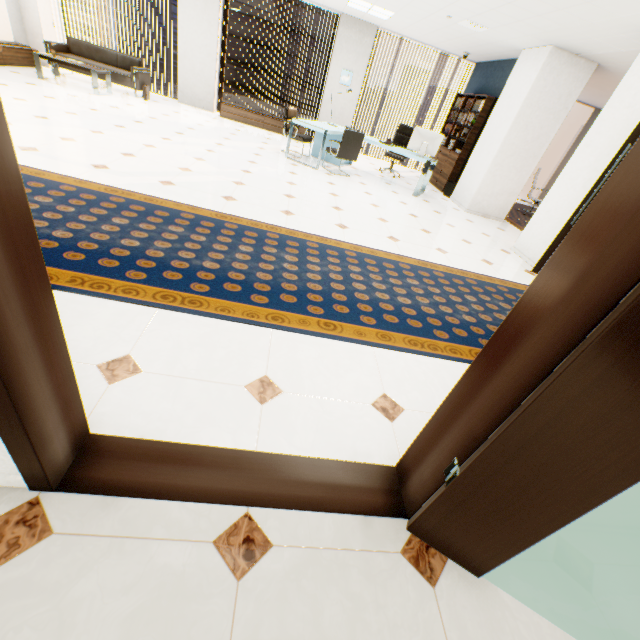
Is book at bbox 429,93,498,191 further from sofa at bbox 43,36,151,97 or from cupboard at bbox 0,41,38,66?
cupboard at bbox 0,41,38,66

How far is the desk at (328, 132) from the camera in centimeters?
645cm

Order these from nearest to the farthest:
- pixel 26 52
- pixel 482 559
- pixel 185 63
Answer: pixel 482 559, pixel 26 52, pixel 185 63

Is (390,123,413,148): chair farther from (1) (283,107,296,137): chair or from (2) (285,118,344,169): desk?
(1) (283,107,296,137): chair

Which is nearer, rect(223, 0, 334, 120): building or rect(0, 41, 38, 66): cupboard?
rect(0, 41, 38, 66): cupboard

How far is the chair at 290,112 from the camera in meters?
6.9

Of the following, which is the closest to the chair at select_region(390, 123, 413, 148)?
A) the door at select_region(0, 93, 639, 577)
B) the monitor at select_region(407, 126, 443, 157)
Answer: the monitor at select_region(407, 126, 443, 157)

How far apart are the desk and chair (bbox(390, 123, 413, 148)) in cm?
54
